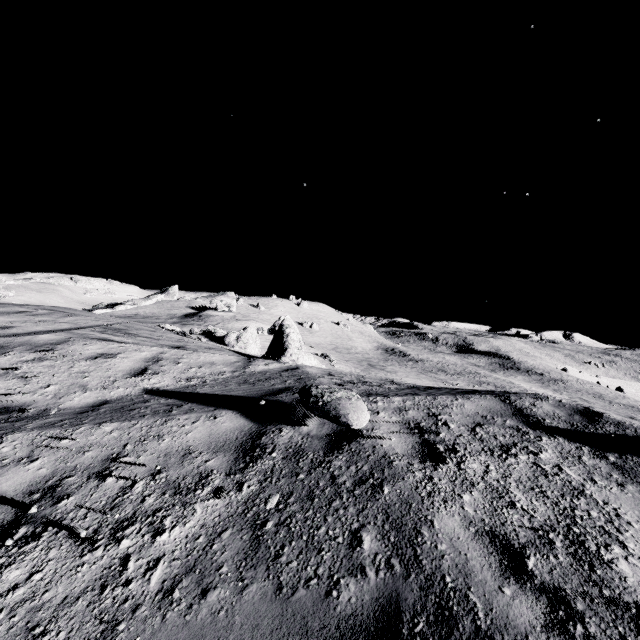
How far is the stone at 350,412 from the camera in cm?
384

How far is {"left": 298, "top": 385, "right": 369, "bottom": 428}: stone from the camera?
3.84m

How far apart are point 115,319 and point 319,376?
13.35m
